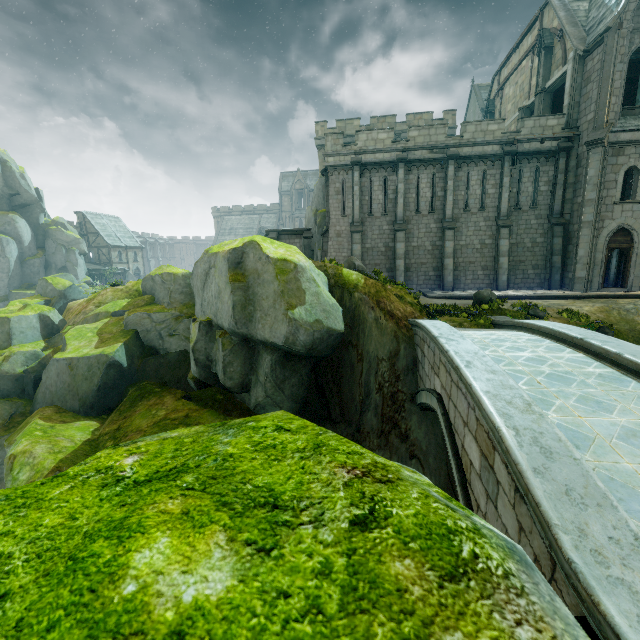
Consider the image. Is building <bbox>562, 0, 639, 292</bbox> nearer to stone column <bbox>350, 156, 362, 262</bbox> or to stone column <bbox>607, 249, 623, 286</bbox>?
stone column <bbox>607, 249, 623, 286</bbox>

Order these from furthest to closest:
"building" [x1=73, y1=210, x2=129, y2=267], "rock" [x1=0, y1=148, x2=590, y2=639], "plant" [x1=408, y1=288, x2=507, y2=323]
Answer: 1. "building" [x1=73, y1=210, x2=129, y2=267]
2. "plant" [x1=408, y1=288, x2=507, y2=323]
3. "rock" [x1=0, y1=148, x2=590, y2=639]

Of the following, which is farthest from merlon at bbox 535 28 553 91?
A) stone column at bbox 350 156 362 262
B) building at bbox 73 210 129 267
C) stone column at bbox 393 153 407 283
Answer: building at bbox 73 210 129 267

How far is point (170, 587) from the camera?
0.70m

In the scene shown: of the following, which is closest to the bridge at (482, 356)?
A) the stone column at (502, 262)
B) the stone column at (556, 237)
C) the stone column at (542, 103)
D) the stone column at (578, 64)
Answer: the stone column at (502, 262)

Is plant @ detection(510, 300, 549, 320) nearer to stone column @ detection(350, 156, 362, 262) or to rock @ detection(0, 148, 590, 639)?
rock @ detection(0, 148, 590, 639)

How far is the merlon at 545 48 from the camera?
22.0m

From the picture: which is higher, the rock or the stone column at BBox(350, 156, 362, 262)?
the stone column at BBox(350, 156, 362, 262)
